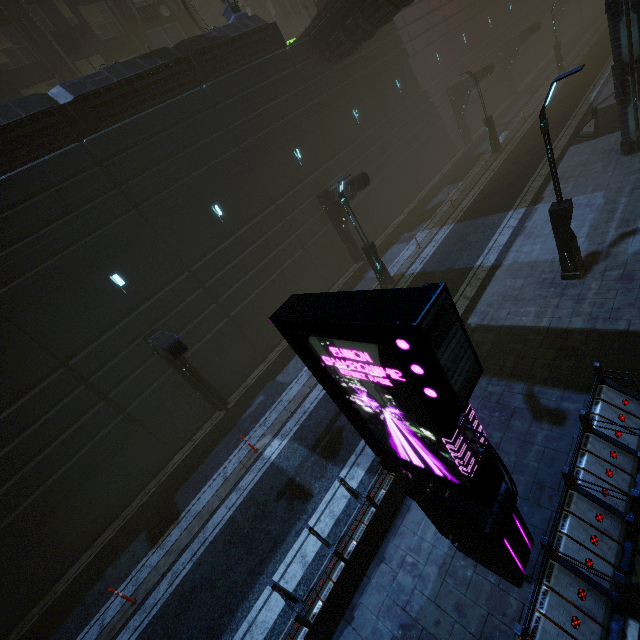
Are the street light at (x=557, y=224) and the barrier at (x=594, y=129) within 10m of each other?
no

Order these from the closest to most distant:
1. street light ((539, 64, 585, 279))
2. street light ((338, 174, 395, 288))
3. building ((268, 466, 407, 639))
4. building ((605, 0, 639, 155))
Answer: building ((268, 466, 407, 639)) < street light ((539, 64, 585, 279)) < building ((605, 0, 639, 155)) < street light ((338, 174, 395, 288))

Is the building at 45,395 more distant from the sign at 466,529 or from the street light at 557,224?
the street light at 557,224

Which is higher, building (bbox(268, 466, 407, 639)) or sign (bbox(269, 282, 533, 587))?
sign (bbox(269, 282, 533, 587))

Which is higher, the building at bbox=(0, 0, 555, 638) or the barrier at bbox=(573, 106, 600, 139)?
the building at bbox=(0, 0, 555, 638)

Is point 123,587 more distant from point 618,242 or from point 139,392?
point 618,242

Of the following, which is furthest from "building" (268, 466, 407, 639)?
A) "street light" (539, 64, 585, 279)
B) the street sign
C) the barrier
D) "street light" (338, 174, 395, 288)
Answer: "street light" (539, 64, 585, 279)

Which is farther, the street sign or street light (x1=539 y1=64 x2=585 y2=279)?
the street sign
